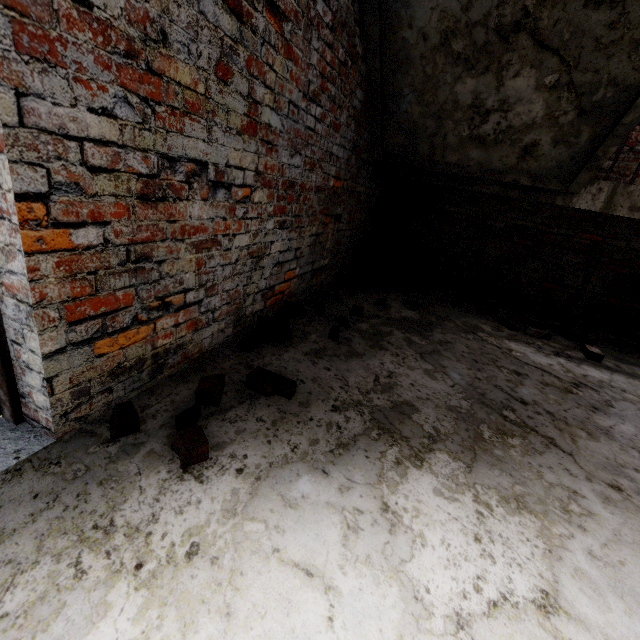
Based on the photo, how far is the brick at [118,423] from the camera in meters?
1.4

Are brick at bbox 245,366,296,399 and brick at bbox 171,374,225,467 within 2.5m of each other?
yes

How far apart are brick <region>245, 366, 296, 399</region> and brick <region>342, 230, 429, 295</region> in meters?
3.0 m

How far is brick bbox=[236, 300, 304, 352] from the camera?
2.26m

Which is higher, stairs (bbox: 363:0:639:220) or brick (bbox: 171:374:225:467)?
stairs (bbox: 363:0:639:220)

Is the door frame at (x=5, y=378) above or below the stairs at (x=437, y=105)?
below

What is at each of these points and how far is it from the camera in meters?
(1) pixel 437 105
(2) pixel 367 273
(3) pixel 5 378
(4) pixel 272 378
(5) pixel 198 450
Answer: (1) stairs, 3.3
(2) brick, 4.8
(3) door frame, 1.3
(4) brick, 1.9
(5) brick, 1.3

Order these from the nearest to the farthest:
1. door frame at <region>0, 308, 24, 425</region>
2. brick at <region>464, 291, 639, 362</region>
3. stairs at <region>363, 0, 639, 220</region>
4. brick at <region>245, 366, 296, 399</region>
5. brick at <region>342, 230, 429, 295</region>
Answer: door frame at <region>0, 308, 24, 425</region> < brick at <region>245, 366, 296, 399</region> < stairs at <region>363, 0, 639, 220</region> < brick at <region>464, 291, 639, 362</region> < brick at <region>342, 230, 429, 295</region>
